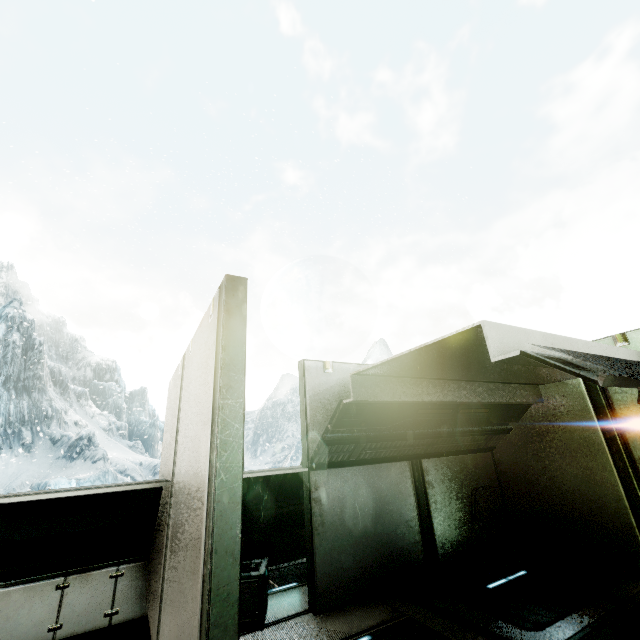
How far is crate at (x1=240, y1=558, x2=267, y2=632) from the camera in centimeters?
307cm

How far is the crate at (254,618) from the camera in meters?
3.1

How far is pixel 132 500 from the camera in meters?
3.7 m
